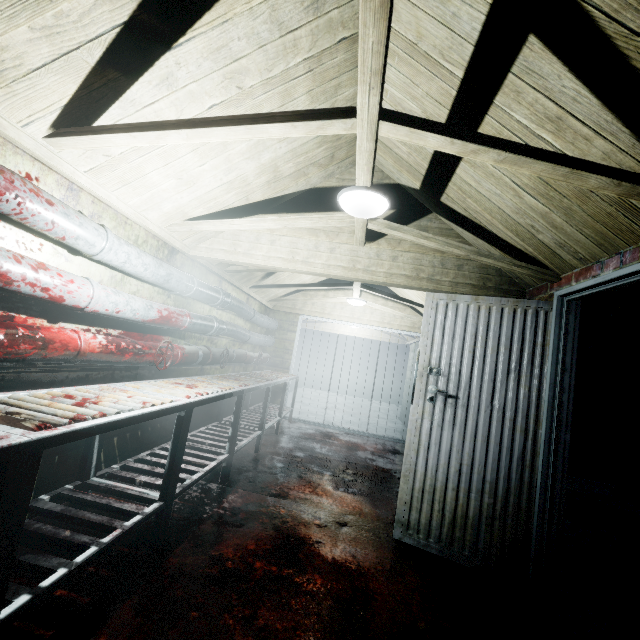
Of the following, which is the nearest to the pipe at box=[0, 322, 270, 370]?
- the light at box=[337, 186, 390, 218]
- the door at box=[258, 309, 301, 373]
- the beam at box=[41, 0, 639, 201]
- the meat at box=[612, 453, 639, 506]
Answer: the door at box=[258, 309, 301, 373]

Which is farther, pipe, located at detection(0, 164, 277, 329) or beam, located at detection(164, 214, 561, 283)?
beam, located at detection(164, 214, 561, 283)

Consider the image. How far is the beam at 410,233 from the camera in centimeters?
231cm

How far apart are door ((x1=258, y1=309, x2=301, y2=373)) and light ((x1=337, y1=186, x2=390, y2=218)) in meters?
4.1

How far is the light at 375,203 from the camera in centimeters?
190cm

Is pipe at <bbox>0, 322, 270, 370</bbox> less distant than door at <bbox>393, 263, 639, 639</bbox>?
Yes

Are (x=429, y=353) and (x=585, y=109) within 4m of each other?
yes

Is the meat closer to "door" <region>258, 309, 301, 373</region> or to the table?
the table
